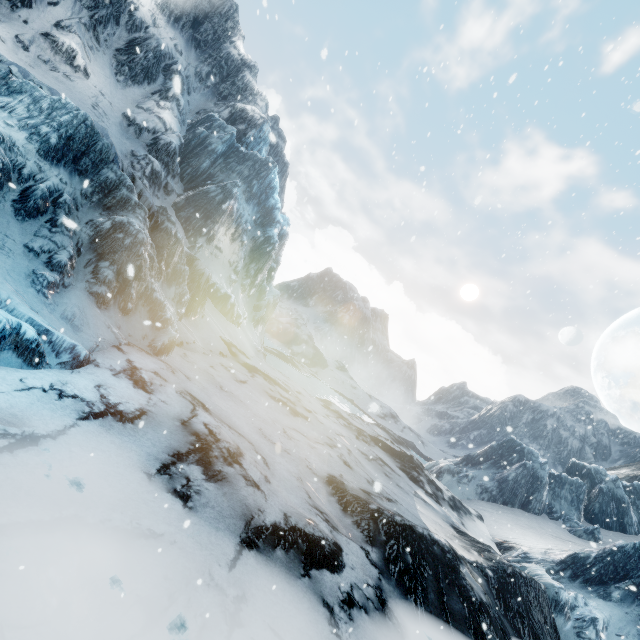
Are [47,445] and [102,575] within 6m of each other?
yes
